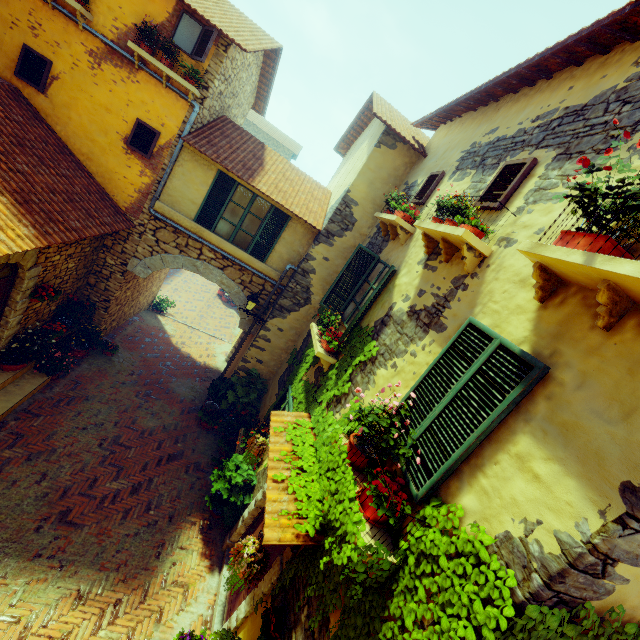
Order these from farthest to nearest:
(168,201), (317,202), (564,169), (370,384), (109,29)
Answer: (317,202) → (168,201) → (109,29) → (370,384) → (564,169)

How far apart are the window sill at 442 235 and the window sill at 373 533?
2.6m

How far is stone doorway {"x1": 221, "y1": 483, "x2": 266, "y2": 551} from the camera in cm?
621

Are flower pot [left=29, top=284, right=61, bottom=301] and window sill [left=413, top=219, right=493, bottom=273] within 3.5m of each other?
no

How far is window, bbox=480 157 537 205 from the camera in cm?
405

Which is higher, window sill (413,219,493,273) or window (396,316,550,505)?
window sill (413,219,493,273)

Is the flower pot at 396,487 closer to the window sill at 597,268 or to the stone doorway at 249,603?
the stone doorway at 249,603

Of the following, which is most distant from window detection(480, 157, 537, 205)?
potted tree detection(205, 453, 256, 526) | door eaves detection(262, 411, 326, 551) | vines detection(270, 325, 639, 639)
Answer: potted tree detection(205, 453, 256, 526)
